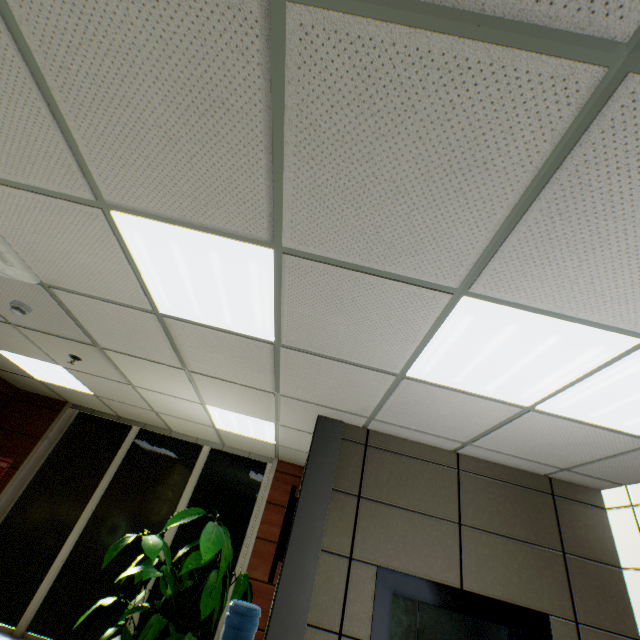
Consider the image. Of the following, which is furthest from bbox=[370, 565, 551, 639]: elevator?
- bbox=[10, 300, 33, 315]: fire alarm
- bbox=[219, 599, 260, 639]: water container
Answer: bbox=[10, 300, 33, 315]: fire alarm

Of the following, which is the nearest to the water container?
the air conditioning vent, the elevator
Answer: the elevator

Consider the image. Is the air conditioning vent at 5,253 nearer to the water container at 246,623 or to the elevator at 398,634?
the water container at 246,623

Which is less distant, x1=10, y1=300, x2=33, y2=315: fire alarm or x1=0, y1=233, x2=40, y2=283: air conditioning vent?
x1=0, y1=233, x2=40, y2=283: air conditioning vent

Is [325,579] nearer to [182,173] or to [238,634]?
[238,634]

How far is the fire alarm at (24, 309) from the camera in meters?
3.0

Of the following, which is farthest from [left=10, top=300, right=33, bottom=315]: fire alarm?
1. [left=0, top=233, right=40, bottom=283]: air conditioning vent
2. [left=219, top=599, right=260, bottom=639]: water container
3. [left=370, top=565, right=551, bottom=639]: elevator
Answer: [left=370, top=565, right=551, bottom=639]: elevator
